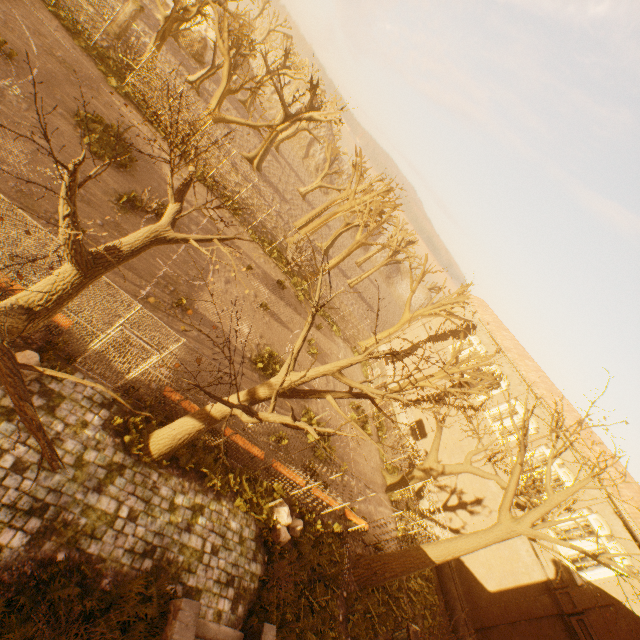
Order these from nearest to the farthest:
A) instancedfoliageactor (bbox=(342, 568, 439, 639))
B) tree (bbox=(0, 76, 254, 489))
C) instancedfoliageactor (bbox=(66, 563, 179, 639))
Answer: tree (bbox=(0, 76, 254, 489)) → instancedfoliageactor (bbox=(66, 563, 179, 639)) → instancedfoliageactor (bbox=(342, 568, 439, 639))

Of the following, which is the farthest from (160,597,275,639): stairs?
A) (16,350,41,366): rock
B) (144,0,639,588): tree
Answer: (16,350,41,366): rock

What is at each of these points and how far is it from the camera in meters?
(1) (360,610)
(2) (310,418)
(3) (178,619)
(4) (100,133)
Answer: (1) instancedfoliageactor, 11.5 m
(2) instancedfoliageactor, 16.7 m
(3) stairs, 6.8 m
(4) instancedfoliageactor, 13.9 m

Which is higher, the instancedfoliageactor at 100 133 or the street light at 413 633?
the street light at 413 633

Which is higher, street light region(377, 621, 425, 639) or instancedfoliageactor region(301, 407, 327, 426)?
street light region(377, 621, 425, 639)

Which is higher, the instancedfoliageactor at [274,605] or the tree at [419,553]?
the tree at [419,553]

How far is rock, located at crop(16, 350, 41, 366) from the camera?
7.16m

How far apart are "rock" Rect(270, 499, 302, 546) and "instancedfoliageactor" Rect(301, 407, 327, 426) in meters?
4.3 m
